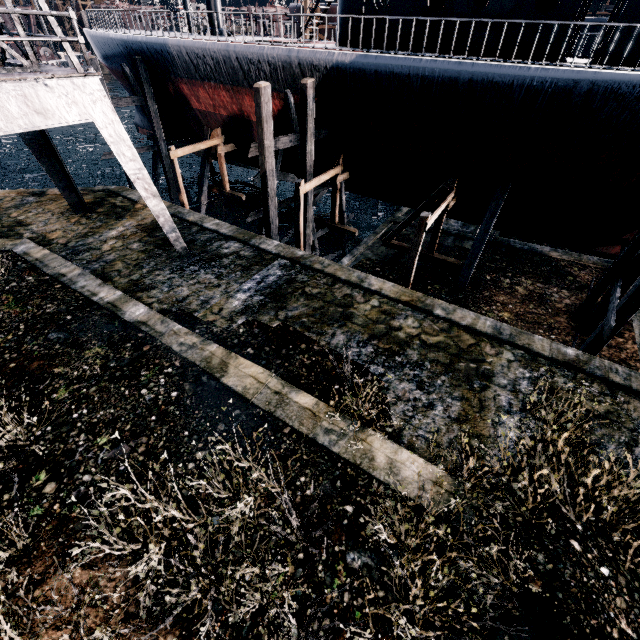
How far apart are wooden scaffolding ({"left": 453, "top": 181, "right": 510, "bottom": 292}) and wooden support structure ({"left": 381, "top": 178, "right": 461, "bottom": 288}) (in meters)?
1.02

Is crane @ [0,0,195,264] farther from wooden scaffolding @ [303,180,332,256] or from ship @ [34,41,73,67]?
ship @ [34,41,73,67]

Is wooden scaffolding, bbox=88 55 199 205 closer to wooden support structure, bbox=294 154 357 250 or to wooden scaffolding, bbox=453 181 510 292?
wooden support structure, bbox=294 154 357 250

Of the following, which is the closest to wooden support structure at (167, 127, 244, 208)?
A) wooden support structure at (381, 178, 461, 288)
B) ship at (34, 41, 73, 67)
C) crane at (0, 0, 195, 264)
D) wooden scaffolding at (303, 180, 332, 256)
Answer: crane at (0, 0, 195, 264)

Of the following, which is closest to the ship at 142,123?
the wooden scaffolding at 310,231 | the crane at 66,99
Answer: the wooden scaffolding at 310,231

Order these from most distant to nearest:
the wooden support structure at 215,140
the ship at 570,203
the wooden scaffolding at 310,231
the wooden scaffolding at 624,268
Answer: the wooden support structure at 215,140, the wooden scaffolding at 310,231, the ship at 570,203, the wooden scaffolding at 624,268

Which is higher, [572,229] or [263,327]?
[572,229]

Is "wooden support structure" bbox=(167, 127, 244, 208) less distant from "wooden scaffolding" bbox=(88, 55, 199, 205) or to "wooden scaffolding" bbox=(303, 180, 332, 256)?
"wooden scaffolding" bbox=(88, 55, 199, 205)
